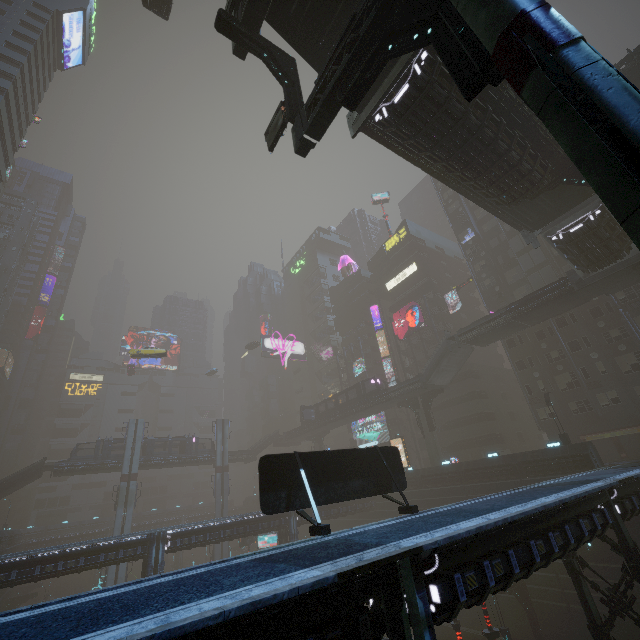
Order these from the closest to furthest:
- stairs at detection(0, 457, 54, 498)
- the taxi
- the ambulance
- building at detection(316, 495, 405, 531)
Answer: the ambulance < building at detection(316, 495, 405, 531) < the taxi < stairs at detection(0, 457, 54, 498)

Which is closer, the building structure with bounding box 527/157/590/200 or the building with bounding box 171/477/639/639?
the building with bounding box 171/477/639/639

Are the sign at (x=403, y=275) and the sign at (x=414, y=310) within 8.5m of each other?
yes

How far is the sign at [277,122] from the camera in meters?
13.2 m

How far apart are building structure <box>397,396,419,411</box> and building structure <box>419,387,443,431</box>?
0.7 meters

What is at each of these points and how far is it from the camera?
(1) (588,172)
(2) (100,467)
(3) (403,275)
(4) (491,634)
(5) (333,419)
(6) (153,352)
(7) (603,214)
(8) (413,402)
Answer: (1) sm, 3.73m
(2) bridge, 47.72m
(3) sign, 59.16m
(4) sign, 18.34m
(5) bridge, 54.31m
(6) taxi, 42.19m
(7) bridge, 22.84m
(8) building structure, 44.53m

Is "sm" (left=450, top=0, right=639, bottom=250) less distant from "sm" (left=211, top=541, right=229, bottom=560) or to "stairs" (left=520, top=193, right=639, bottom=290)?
"stairs" (left=520, top=193, right=639, bottom=290)

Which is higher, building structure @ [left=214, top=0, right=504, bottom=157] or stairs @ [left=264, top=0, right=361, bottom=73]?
stairs @ [left=264, top=0, right=361, bottom=73]
